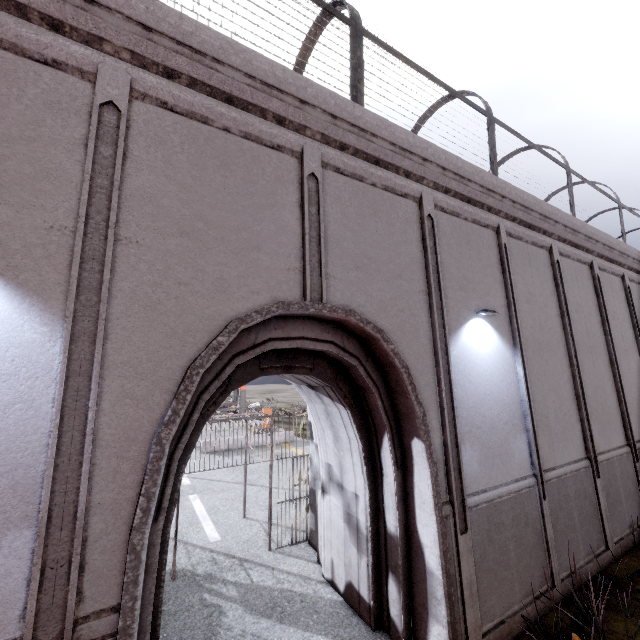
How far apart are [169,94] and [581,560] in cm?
1070
